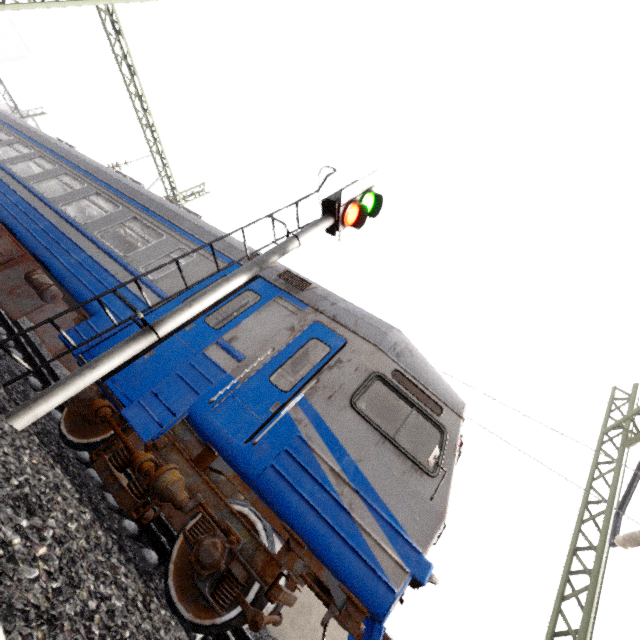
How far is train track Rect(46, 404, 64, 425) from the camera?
5.29m

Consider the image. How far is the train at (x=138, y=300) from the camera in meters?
5.2

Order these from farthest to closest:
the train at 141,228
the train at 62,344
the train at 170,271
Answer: the train at 141,228 < the train at 170,271 < the train at 62,344

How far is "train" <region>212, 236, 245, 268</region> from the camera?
6.0m

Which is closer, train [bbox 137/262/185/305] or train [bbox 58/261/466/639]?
train [bbox 58/261/466/639]

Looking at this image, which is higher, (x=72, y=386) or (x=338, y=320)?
(x=338, y=320)

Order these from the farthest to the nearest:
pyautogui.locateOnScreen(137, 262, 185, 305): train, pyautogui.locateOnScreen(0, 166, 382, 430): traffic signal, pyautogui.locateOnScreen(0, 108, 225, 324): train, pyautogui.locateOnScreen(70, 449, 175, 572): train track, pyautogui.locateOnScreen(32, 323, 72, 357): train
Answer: pyautogui.locateOnScreen(0, 108, 225, 324): train, pyautogui.locateOnScreen(137, 262, 185, 305): train, pyautogui.locateOnScreen(32, 323, 72, 357): train, pyautogui.locateOnScreen(70, 449, 175, 572): train track, pyautogui.locateOnScreen(0, 166, 382, 430): traffic signal
